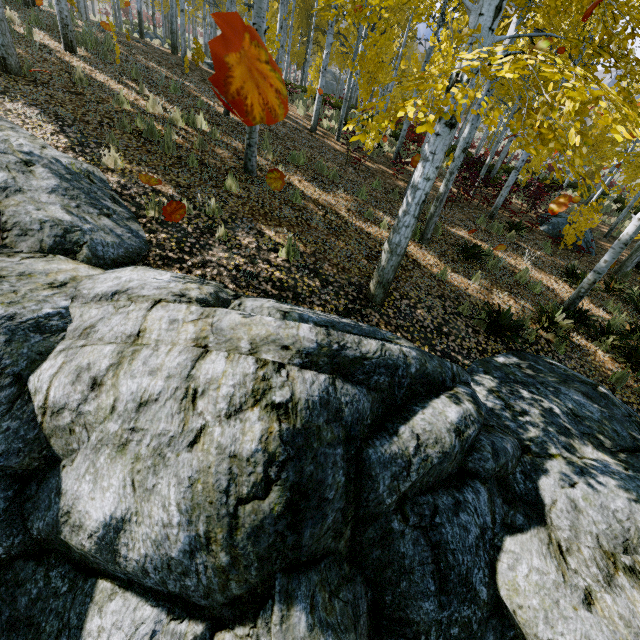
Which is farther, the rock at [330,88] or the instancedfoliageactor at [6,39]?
the rock at [330,88]

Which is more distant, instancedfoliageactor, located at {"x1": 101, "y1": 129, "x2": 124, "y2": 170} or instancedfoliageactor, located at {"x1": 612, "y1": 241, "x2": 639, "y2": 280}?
instancedfoliageactor, located at {"x1": 612, "y1": 241, "x2": 639, "y2": 280}

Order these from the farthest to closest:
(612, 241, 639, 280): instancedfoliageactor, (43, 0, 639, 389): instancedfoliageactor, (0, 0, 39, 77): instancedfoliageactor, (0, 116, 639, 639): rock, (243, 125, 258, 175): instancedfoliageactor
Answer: (612, 241, 639, 280): instancedfoliageactor
(243, 125, 258, 175): instancedfoliageactor
(0, 0, 39, 77): instancedfoliageactor
(43, 0, 639, 389): instancedfoliageactor
(0, 116, 639, 639): rock

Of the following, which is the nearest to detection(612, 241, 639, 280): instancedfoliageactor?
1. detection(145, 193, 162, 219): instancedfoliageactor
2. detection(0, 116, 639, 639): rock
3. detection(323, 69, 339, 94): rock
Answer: detection(0, 116, 639, 639): rock

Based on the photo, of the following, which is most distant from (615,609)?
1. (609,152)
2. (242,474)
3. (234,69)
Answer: (609,152)

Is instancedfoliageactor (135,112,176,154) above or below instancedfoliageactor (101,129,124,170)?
above

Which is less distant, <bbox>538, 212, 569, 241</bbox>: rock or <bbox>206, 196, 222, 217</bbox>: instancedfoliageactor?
<bbox>206, 196, 222, 217</bbox>: instancedfoliageactor

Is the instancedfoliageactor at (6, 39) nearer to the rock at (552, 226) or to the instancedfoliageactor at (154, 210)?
the rock at (552, 226)
